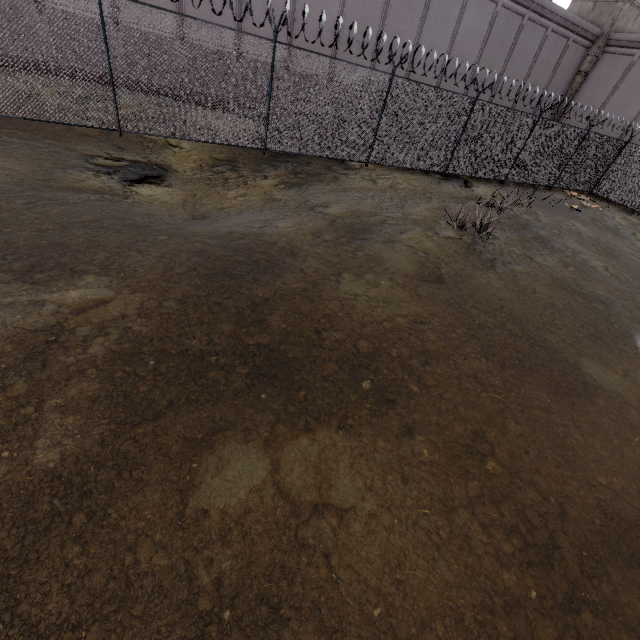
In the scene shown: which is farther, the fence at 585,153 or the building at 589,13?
the building at 589,13

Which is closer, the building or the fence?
the fence

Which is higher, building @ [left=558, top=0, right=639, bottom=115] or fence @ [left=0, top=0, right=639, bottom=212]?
building @ [left=558, top=0, right=639, bottom=115]

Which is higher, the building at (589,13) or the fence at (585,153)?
the building at (589,13)

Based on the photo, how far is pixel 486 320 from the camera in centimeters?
569cm
